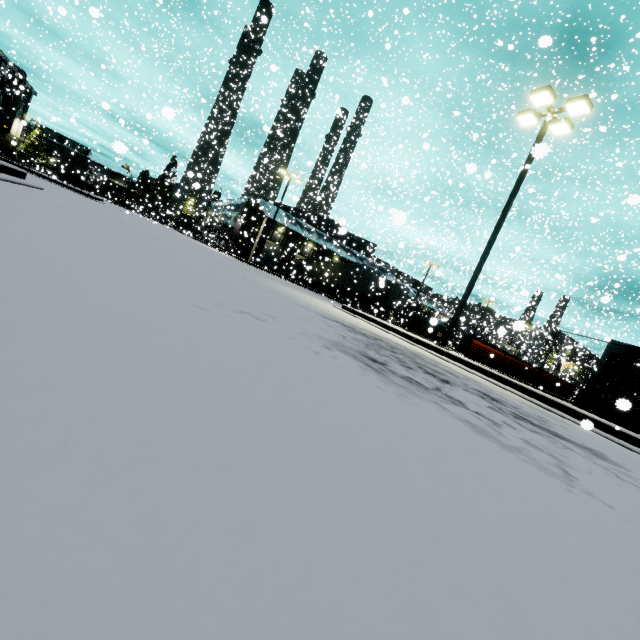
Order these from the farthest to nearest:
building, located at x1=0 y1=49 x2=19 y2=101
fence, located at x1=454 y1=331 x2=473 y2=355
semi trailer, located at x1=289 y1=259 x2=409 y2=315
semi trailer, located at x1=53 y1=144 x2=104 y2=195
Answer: building, located at x1=0 y1=49 x2=19 y2=101 < semi trailer, located at x1=53 y1=144 x2=104 y2=195 < semi trailer, located at x1=289 y1=259 x2=409 y2=315 < fence, located at x1=454 y1=331 x2=473 y2=355

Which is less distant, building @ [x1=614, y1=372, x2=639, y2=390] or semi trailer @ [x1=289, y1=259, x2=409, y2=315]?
building @ [x1=614, y1=372, x2=639, y2=390]

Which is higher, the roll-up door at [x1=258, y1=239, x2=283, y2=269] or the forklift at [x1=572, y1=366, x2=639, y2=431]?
the roll-up door at [x1=258, y1=239, x2=283, y2=269]

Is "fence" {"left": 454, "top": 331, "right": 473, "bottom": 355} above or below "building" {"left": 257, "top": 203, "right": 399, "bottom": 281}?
below

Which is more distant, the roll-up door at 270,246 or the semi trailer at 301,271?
the roll-up door at 270,246

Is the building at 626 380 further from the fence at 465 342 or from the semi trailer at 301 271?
the fence at 465 342

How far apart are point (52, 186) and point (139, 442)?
19.6m

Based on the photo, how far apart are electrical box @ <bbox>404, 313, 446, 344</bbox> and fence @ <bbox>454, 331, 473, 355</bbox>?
2.5m
